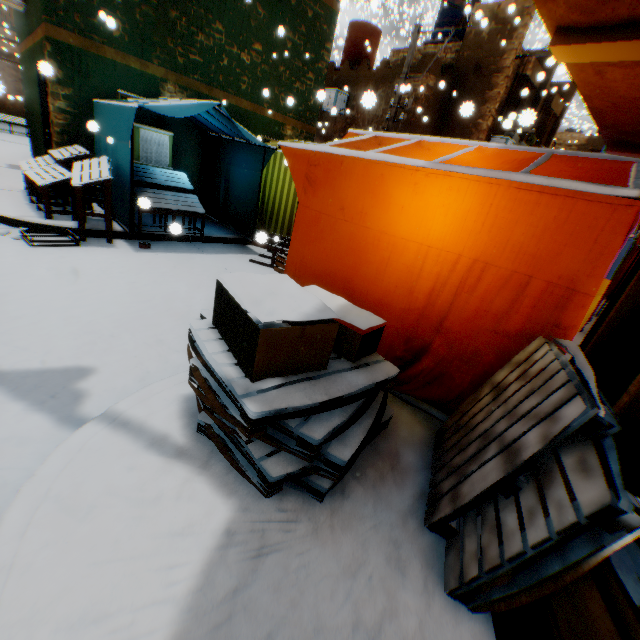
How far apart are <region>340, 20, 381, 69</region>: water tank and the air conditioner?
2.5 meters

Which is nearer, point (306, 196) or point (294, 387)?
point (294, 387)

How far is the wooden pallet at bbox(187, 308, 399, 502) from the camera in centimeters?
175cm

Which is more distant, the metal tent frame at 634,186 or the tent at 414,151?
the tent at 414,151

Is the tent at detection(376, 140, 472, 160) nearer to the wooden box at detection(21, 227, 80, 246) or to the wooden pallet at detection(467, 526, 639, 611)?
the wooden pallet at detection(467, 526, 639, 611)

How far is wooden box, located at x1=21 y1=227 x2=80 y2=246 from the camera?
4.98m

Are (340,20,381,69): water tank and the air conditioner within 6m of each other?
yes

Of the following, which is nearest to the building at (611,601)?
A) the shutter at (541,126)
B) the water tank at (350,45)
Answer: the shutter at (541,126)
